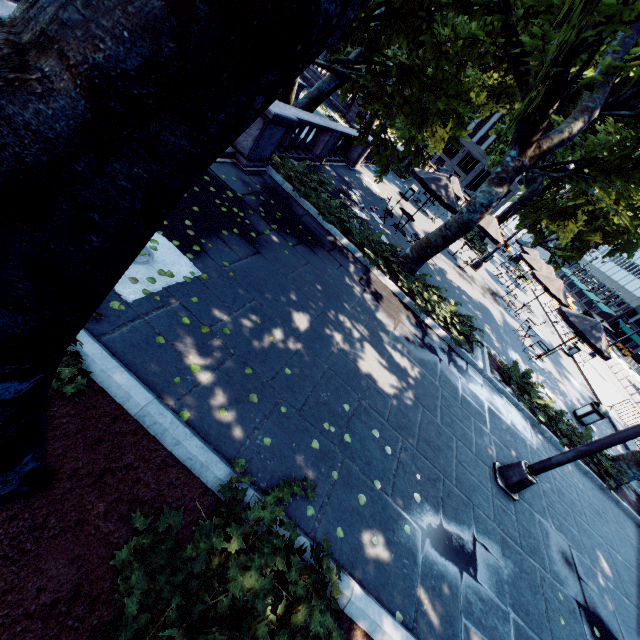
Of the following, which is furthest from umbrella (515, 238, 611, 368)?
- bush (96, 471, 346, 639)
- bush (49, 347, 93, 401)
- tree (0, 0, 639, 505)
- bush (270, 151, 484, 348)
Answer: bush (49, 347, 93, 401)

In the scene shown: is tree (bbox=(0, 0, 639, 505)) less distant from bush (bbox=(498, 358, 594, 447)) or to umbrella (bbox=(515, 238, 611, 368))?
bush (bbox=(498, 358, 594, 447))

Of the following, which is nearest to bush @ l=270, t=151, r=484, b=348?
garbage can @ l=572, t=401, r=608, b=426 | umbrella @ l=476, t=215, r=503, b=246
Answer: garbage can @ l=572, t=401, r=608, b=426

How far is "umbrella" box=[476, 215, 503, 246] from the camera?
17.19m

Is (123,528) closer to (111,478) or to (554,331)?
(111,478)

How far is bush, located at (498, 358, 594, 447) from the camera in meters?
10.0

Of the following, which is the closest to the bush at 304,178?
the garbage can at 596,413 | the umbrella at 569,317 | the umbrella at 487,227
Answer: the garbage can at 596,413

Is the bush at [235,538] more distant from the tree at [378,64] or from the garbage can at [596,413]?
the garbage can at [596,413]
